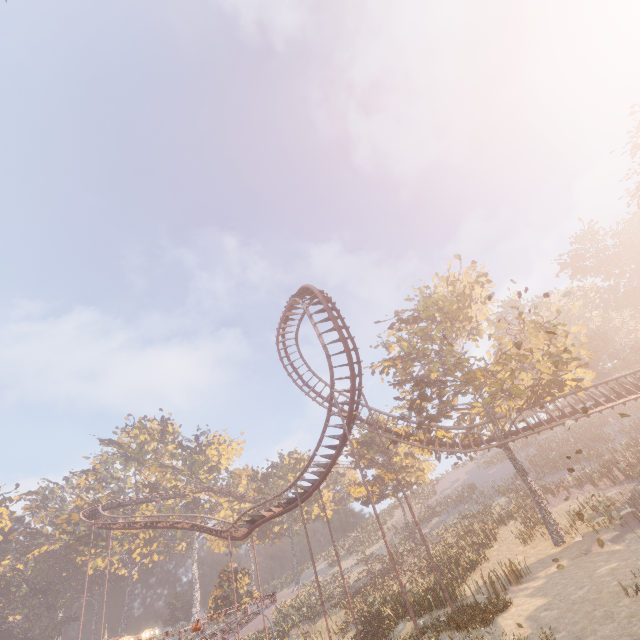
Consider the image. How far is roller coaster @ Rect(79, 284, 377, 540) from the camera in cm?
2073

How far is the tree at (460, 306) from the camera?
21.50m

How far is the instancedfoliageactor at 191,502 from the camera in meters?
56.5 m

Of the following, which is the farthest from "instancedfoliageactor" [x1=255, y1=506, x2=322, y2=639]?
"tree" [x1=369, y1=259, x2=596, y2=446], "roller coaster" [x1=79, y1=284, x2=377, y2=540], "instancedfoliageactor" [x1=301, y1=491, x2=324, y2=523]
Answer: "tree" [x1=369, y1=259, x2=596, y2=446]

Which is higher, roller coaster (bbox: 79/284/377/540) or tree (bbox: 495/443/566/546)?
roller coaster (bbox: 79/284/377/540)

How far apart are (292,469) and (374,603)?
35.2 meters

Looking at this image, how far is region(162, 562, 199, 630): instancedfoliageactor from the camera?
54.1 meters
